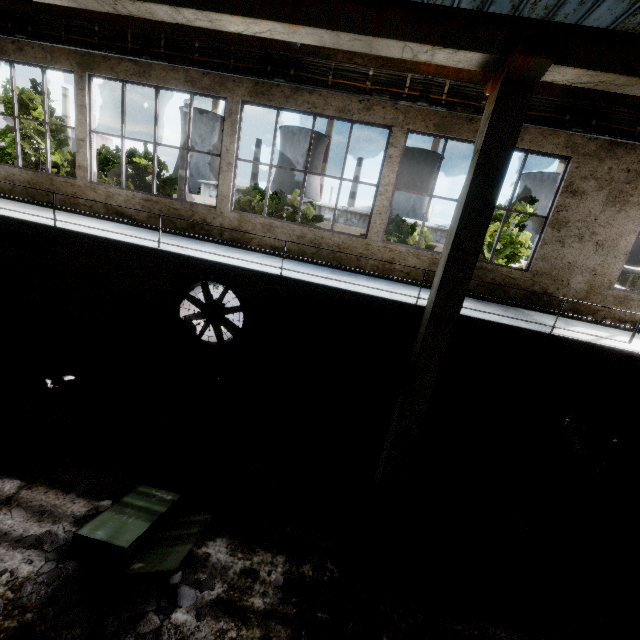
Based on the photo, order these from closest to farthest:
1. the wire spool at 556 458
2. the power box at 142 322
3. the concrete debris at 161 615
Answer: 1. the concrete debris at 161 615
2. the wire spool at 556 458
3. the power box at 142 322

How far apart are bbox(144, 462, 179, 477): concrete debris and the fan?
2.6m

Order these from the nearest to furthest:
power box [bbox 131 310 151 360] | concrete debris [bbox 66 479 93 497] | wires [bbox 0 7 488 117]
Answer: concrete debris [bbox 66 479 93 497] → wires [bbox 0 7 488 117] → power box [bbox 131 310 151 360]

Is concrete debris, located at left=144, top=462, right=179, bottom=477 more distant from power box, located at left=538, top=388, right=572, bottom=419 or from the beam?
the beam

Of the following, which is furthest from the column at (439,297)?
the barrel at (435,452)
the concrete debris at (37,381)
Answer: the concrete debris at (37,381)

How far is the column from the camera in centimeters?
445cm

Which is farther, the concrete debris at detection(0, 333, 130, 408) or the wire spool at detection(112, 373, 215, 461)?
the concrete debris at detection(0, 333, 130, 408)

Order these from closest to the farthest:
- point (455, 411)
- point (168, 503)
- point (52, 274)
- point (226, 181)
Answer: point (168, 503)
point (226, 181)
point (455, 411)
point (52, 274)
